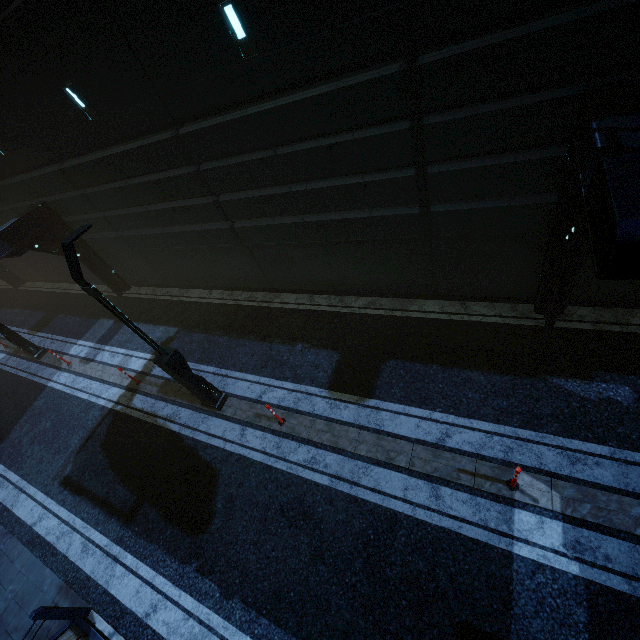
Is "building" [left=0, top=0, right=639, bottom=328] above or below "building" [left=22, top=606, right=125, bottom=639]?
above

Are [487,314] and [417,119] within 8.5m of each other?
yes

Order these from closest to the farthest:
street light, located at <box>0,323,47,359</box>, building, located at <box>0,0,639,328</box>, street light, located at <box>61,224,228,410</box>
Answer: building, located at <box>0,0,639,328</box>, street light, located at <box>61,224,228,410</box>, street light, located at <box>0,323,47,359</box>

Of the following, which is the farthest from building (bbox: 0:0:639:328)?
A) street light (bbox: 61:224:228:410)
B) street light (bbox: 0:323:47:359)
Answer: street light (bbox: 61:224:228:410)

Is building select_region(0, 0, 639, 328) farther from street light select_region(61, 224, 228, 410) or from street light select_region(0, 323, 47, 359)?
street light select_region(61, 224, 228, 410)

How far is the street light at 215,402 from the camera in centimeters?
603cm

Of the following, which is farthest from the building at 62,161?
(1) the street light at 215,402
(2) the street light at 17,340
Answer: (1) the street light at 215,402

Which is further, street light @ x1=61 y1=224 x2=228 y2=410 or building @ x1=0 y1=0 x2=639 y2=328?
street light @ x1=61 y1=224 x2=228 y2=410
